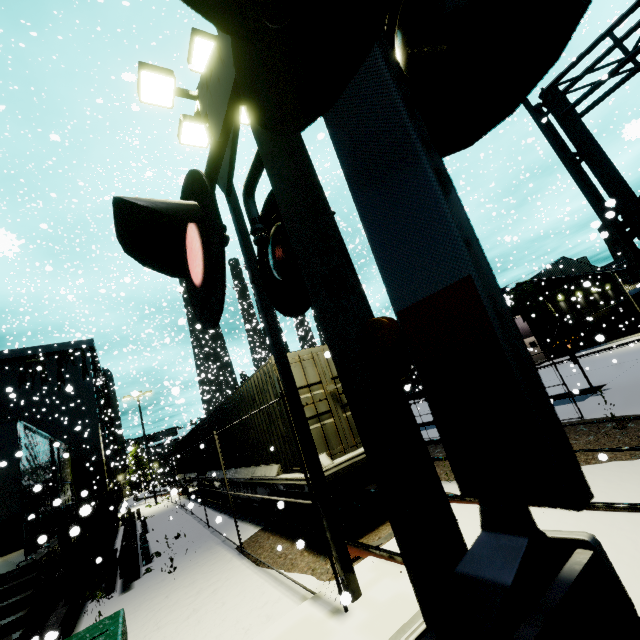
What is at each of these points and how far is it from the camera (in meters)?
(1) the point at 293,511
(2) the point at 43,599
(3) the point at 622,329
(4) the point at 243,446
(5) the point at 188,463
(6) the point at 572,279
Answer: (1) bogie, 7.48
(2) building, 8.16
(3) semi trailer, 22.89
(4) cargo container, 10.51
(5) cargo container, 21.62
(6) building, 37.50

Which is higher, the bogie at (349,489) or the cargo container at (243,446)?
the cargo container at (243,446)

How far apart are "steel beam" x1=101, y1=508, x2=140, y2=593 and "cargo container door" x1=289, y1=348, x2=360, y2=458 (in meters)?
9.81

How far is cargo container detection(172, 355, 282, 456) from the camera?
7.8m

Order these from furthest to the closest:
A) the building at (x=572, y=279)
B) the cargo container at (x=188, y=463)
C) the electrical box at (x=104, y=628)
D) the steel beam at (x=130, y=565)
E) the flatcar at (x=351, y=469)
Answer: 1. the building at (x=572, y=279)
2. the cargo container at (x=188, y=463)
3. the steel beam at (x=130, y=565)
4. the flatcar at (x=351, y=469)
5. the electrical box at (x=104, y=628)

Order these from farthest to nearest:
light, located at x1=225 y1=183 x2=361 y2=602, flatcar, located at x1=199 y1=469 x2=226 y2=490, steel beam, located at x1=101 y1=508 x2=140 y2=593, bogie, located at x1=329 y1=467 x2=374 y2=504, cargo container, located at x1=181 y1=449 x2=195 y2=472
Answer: cargo container, located at x1=181 y1=449 x2=195 y2=472 → flatcar, located at x1=199 y1=469 x2=226 y2=490 → steel beam, located at x1=101 y1=508 x2=140 y2=593 → bogie, located at x1=329 y1=467 x2=374 y2=504 → light, located at x1=225 y1=183 x2=361 y2=602

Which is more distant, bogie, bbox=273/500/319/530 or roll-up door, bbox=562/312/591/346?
roll-up door, bbox=562/312/591/346

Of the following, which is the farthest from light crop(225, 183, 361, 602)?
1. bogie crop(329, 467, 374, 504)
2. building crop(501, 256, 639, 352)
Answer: building crop(501, 256, 639, 352)
